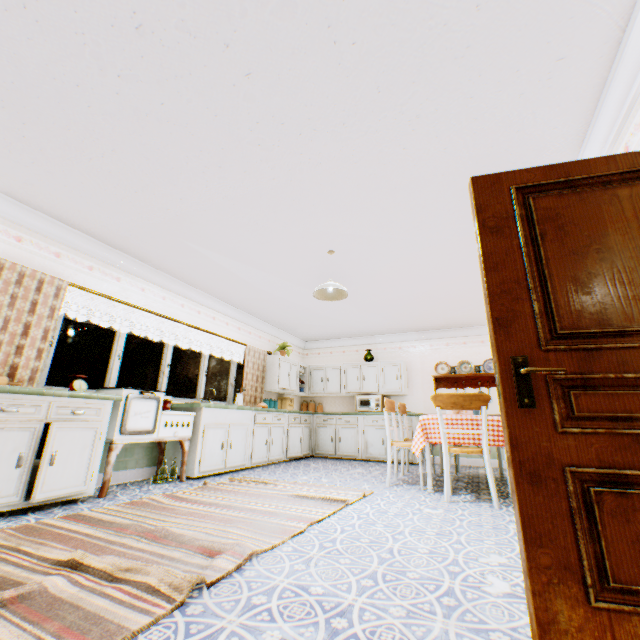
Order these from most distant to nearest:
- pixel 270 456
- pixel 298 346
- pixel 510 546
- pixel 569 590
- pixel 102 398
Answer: pixel 298 346, pixel 270 456, pixel 102 398, pixel 510 546, pixel 569 590

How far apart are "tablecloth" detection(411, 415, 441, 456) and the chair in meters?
0.1

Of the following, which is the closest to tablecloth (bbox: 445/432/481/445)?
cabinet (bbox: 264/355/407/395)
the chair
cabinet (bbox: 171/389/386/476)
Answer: the chair

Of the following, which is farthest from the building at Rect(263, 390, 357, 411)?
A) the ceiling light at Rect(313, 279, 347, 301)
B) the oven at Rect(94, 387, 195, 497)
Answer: the ceiling light at Rect(313, 279, 347, 301)

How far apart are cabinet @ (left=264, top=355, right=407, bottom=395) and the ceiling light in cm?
357

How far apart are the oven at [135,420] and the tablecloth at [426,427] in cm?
328

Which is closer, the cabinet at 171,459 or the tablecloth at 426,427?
the tablecloth at 426,427
